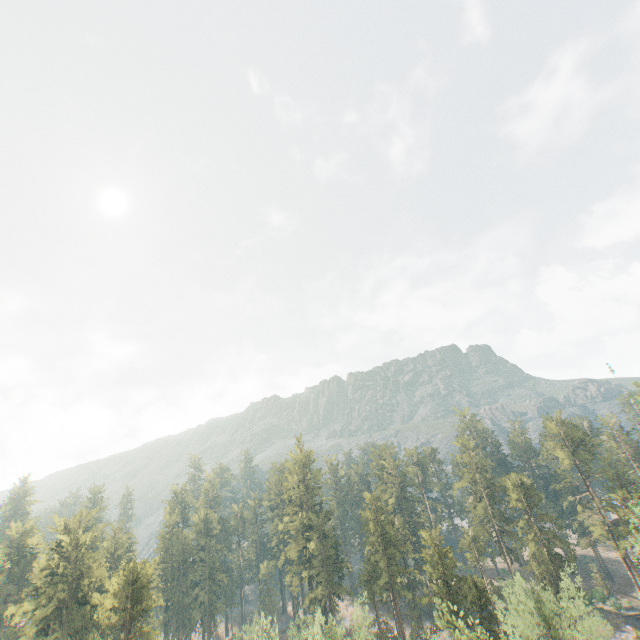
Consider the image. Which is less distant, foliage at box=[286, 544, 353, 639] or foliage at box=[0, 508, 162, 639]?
foliage at box=[286, 544, 353, 639]

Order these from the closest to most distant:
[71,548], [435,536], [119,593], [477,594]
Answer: [119,593] → [477,594] → [435,536] → [71,548]

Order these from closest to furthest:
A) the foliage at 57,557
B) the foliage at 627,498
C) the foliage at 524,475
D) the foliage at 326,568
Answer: the foliage at 524,475 < the foliage at 326,568 < the foliage at 57,557 < the foliage at 627,498

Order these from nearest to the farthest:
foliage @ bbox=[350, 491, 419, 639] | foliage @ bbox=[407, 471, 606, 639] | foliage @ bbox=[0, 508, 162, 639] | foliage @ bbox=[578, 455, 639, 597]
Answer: foliage @ bbox=[407, 471, 606, 639] < foliage @ bbox=[350, 491, 419, 639] < foliage @ bbox=[0, 508, 162, 639] < foliage @ bbox=[578, 455, 639, 597]

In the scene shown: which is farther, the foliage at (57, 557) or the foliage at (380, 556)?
the foliage at (57, 557)
